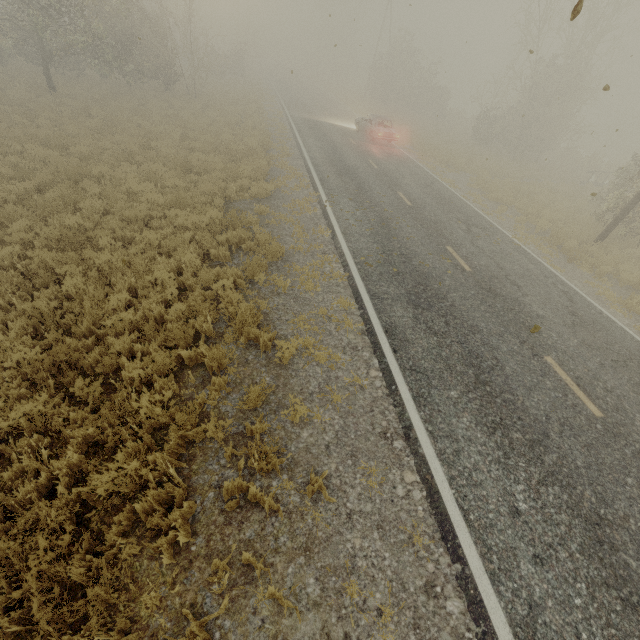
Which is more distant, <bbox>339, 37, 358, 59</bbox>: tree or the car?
<bbox>339, 37, 358, 59</bbox>: tree

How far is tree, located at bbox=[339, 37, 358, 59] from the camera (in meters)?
57.89

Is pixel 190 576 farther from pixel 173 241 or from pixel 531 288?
pixel 531 288

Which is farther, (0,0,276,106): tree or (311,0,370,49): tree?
(311,0,370,49): tree

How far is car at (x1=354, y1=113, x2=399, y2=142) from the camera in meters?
21.3 m

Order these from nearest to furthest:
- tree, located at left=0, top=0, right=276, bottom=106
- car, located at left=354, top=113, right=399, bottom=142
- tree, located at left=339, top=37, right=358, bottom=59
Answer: tree, located at left=0, top=0, right=276, bottom=106 → car, located at left=354, top=113, right=399, bottom=142 → tree, located at left=339, top=37, right=358, bottom=59

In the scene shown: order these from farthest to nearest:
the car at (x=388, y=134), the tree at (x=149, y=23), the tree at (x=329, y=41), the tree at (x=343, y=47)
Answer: the tree at (x=343, y=47) → the tree at (x=329, y=41) → the car at (x=388, y=134) → the tree at (x=149, y=23)

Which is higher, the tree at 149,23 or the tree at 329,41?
the tree at 329,41
